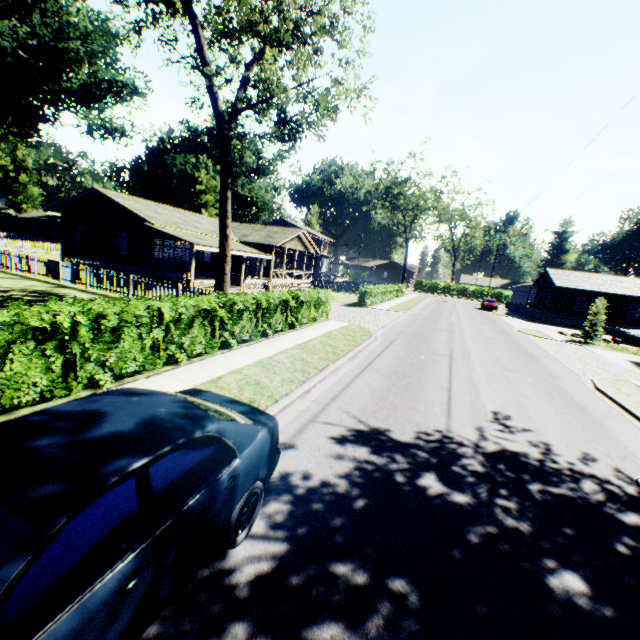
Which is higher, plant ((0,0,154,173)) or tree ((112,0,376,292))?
plant ((0,0,154,173))

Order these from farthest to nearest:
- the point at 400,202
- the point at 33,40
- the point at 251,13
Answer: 1. the point at 400,202
2. the point at 33,40
3. the point at 251,13

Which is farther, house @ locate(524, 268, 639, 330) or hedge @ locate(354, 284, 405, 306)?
house @ locate(524, 268, 639, 330)

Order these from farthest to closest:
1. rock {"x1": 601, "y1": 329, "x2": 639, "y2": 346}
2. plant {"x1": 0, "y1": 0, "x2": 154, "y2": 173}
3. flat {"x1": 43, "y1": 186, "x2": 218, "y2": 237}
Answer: plant {"x1": 0, "y1": 0, "x2": 154, "y2": 173}
rock {"x1": 601, "y1": 329, "x2": 639, "y2": 346}
flat {"x1": 43, "y1": 186, "x2": 218, "y2": 237}

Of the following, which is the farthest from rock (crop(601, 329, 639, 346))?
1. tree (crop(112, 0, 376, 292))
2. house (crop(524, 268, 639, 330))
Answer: tree (crop(112, 0, 376, 292))

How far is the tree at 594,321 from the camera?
24.62m

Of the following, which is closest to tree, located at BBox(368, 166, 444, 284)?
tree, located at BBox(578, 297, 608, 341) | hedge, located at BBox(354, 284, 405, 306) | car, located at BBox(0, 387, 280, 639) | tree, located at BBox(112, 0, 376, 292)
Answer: hedge, located at BBox(354, 284, 405, 306)

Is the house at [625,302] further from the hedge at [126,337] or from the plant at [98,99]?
the plant at [98,99]
